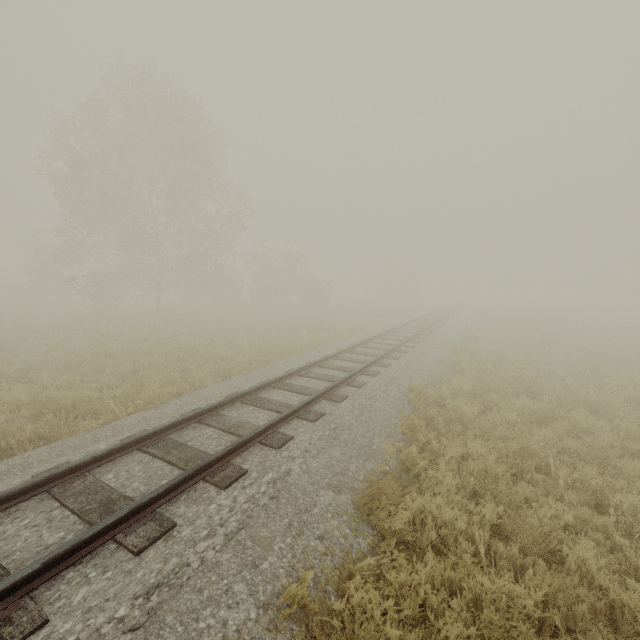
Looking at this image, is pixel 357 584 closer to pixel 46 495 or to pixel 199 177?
pixel 46 495

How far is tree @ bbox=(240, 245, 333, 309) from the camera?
34.0m

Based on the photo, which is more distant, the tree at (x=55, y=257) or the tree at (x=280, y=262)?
the tree at (x=280, y=262)

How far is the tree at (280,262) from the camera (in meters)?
34.00

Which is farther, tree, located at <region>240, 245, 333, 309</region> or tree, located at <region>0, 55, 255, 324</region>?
tree, located at <region>240, 245, 333, 309</region>
